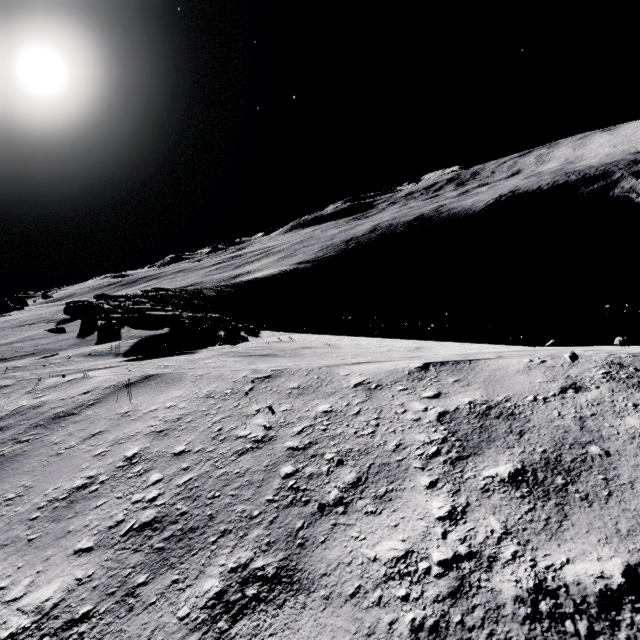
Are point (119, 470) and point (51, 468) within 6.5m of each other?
yes
